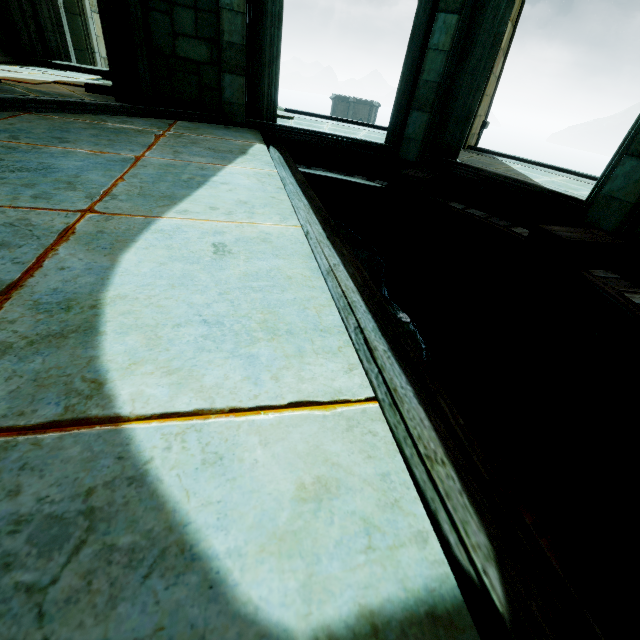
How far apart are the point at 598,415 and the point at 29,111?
11.02m

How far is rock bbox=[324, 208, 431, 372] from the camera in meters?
6.0 m

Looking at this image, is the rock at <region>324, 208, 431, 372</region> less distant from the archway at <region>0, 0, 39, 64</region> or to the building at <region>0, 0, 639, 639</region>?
the building at <region>0, 0, 639, 639</region>

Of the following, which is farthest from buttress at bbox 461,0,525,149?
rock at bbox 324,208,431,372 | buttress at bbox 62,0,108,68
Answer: buttress at bbox 62,0,108,68

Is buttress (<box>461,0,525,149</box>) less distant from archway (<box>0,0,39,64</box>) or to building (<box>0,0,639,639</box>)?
building (<box>0,0,639,639</box>)

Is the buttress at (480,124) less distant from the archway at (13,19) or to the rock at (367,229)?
the archway at (13,19)

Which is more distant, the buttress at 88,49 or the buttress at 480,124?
the buttress at 88,49

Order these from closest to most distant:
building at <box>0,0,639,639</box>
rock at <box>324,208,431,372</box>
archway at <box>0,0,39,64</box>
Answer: building at <box>0,0,639,639</box> → rock at <box>324,208,431,372</box> → archway at <box>0,0,39,64</box>
